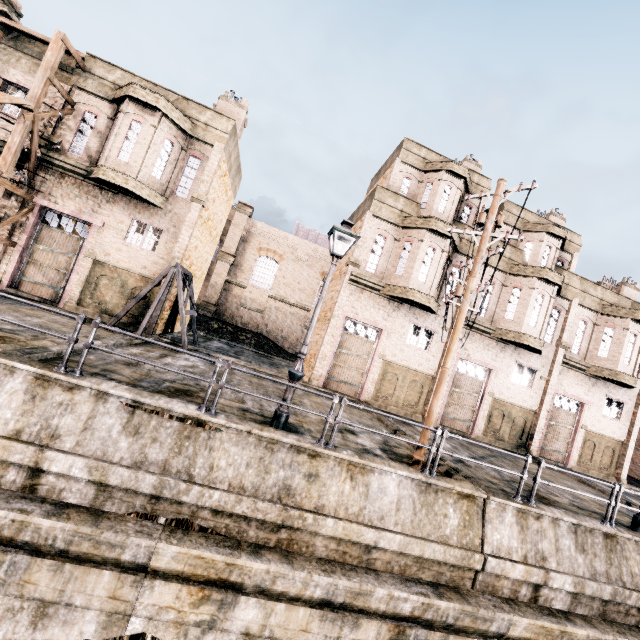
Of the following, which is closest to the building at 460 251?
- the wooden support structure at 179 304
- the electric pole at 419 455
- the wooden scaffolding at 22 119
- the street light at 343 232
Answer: the electric pole at 419 455

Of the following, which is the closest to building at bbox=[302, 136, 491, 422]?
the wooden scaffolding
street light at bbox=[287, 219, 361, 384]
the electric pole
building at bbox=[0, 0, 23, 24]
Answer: the electric pole

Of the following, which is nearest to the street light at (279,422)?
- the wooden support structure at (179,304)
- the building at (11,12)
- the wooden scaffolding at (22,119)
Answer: the wooden support structure at (179,304)

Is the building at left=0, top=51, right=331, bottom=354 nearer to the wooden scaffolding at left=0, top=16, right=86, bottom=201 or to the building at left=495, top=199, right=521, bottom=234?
the wooden scaffolding at left=0, top=16, right=86, bottom=201

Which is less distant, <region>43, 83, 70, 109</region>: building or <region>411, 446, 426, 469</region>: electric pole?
<region>411, 446, 426, 469</region>: electric pole

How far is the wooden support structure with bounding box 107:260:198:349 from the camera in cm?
1515

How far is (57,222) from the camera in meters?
16.2

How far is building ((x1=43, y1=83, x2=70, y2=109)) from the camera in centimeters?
1583cm
